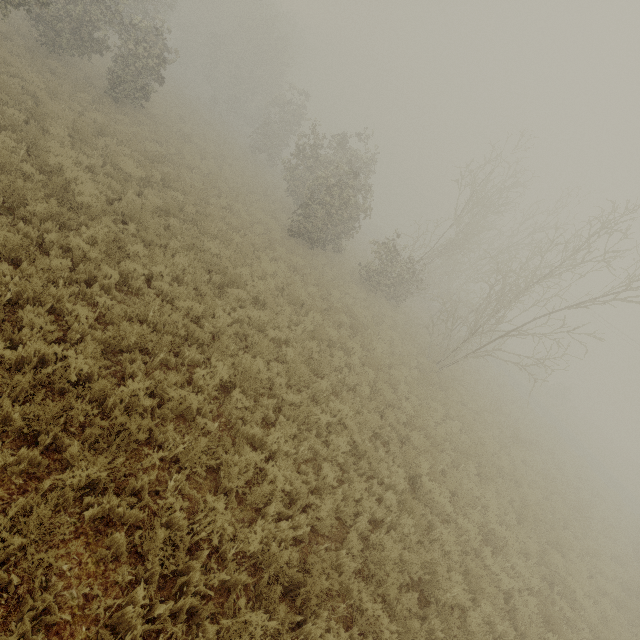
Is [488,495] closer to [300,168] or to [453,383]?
[453,383]
